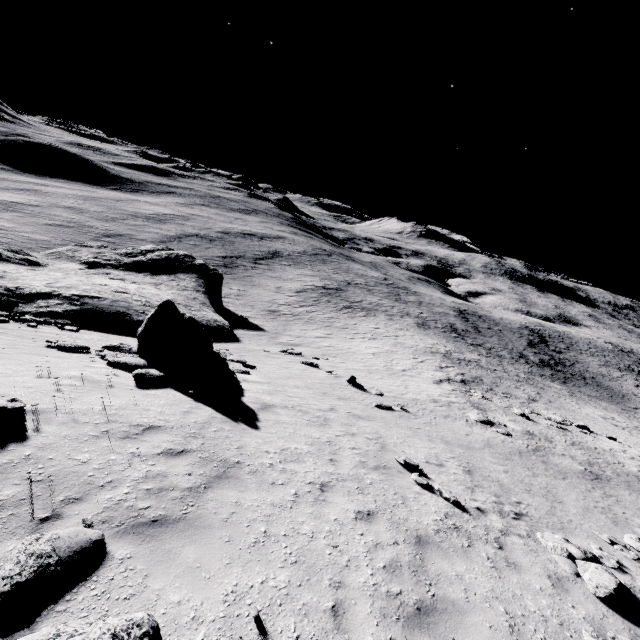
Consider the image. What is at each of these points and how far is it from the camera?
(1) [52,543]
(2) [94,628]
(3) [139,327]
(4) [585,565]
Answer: (1) stone, 3.8 meters
(2) stone, 3.0 meters
(3) stone, 21.0 meters
(4) stone, 7.2 meters

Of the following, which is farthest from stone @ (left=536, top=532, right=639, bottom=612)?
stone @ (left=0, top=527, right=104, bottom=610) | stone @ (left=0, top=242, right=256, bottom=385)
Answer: stone @ (left=0, top=242, right=256, bottom=385)

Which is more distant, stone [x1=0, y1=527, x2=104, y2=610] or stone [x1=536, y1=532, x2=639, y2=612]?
stone [x1=536, y1=532, x2=639, y2=612]

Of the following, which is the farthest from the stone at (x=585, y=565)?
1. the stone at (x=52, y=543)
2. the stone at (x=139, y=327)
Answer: the stone at (x=139, y=327)

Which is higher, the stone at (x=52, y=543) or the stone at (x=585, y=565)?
the stone at (x=52, y=543)

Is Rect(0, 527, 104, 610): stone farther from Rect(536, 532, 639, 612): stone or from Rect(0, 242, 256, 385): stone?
Rect(536, 532, 639, 612): stone

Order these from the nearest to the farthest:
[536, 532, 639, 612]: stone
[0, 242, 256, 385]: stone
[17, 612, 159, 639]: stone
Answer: [17, 612, 159, 639]: stone → [536, 532, 639, 612]: stone → [0, 242, 256, 385]: stone
